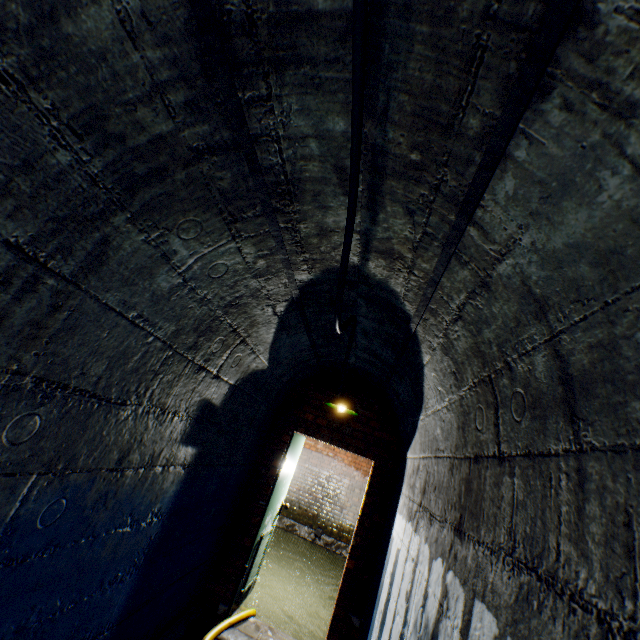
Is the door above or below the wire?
below

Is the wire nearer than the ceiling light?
Yes

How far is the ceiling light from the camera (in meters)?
3.70

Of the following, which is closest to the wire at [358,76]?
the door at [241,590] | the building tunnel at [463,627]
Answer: the building tunnel at [463,627]

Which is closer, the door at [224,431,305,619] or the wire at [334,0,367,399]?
the wire at [334,0,367,399]

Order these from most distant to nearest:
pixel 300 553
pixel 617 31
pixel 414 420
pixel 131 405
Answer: pixel 300 553 → pixel 414 420 → pixel 131 405 → pixel 617 31

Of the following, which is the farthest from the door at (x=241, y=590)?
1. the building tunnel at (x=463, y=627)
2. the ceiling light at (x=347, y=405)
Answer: the ceiling light at (x=347, y=405)

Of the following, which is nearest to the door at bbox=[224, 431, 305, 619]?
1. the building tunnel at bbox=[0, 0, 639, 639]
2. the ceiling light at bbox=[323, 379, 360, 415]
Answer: the building tunnel at bbox=[0, 0, 639, 639]
